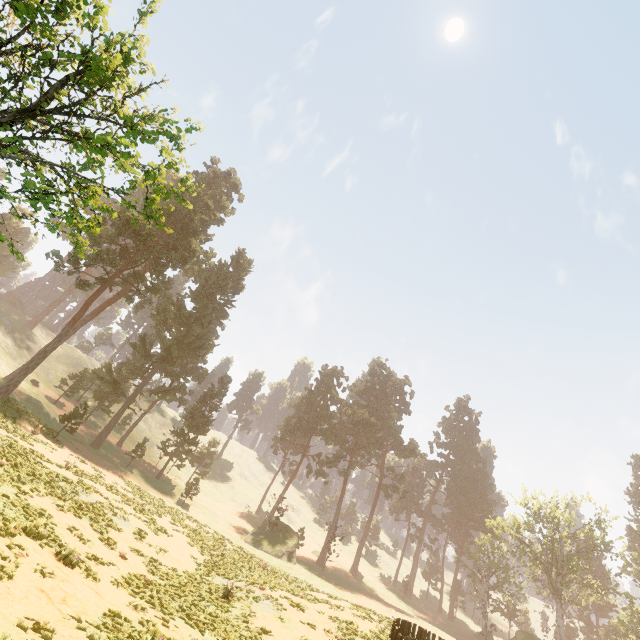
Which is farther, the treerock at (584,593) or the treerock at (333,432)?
the treerock at (584,593)

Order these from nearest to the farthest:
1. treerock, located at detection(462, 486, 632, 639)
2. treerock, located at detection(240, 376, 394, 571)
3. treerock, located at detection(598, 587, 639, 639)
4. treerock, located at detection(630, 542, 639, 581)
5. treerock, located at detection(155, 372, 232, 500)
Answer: treerock, located at detection(240, 376, 394, 571)
treerock, located at detection(598, 587, 639, 639)
treerock, located at detection(630, 542, 639, 581)
treerock, located at detection(155, 372, 232, 500)
treerock, located at detection(462, 486, 632, 639)

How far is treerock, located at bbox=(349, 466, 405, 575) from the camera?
54.1 meters

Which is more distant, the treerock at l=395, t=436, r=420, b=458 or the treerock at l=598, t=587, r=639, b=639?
the treerock at l=395, t=436, r=420, b=458

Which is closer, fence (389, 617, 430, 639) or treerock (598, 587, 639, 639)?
fence (389, 617, 430, 639)

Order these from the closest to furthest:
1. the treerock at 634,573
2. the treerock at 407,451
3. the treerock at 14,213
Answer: the treerock at 14,213 < the treerock at 634,573 < the treerock at 407,451

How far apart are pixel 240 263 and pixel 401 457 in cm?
4464
